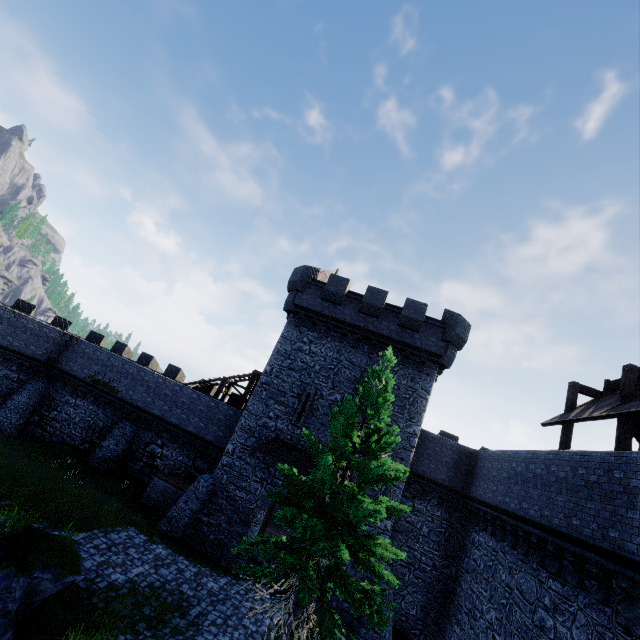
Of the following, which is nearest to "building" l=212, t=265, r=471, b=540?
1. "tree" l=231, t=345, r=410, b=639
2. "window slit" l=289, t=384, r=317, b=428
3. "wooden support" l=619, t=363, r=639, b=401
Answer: "window slit" l=289, t=384, r=317, b=428

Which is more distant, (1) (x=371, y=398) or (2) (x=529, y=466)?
(2) (x=529, y=466)

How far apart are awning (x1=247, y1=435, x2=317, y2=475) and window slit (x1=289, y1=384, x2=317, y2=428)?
0.74m

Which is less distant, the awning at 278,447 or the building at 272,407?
the awning at 278,447

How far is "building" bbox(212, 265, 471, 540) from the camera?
17.7 meters

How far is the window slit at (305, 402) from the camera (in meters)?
18.44

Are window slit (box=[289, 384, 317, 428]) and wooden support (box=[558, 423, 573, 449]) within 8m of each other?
no

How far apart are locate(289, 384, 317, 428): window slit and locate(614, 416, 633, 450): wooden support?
13.00m
